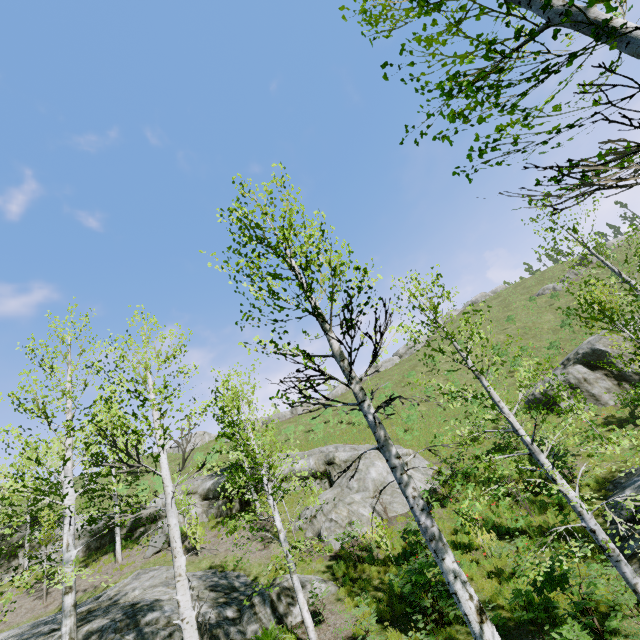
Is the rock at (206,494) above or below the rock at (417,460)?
above

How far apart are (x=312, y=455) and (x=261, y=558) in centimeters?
820cm

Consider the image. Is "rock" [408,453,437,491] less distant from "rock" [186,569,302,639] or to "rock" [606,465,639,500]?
"rock" [186,569,302,639]

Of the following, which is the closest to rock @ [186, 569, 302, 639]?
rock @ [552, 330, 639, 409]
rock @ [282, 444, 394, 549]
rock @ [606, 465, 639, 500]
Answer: rock @ [282, 444, 394, 549]

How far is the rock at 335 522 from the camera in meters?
15.8

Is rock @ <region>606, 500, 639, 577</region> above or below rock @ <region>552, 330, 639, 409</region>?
below

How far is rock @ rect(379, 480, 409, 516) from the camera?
16.5 meters
